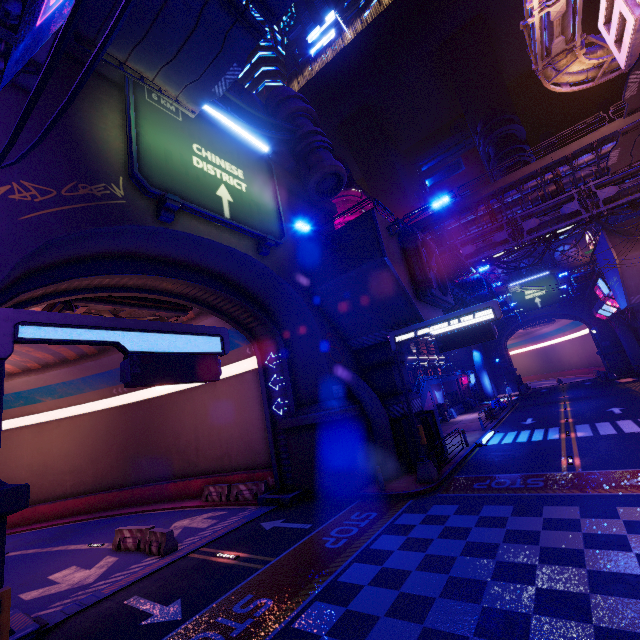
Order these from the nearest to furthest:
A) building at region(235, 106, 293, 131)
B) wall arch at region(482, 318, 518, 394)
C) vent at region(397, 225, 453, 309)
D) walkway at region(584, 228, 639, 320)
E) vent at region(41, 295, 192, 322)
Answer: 1. vent at region(41, 295, 192, 322)
2. vent at region(397, 225, 453, 309)
3. building at region(235, 106, 293, 131)
4. walkway at region(584, 228, 639, 320)
5. wall arch at region(482, 318, 518, 394)

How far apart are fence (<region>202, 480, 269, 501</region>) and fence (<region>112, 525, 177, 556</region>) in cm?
488

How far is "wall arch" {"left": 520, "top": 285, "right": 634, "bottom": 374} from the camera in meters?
48.0 m

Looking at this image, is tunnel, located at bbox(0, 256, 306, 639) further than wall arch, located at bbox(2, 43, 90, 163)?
Yes

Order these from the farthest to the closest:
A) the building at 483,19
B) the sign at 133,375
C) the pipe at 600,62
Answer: the building at 483,19 < the pipe at 600,62 < the sign at 133,375

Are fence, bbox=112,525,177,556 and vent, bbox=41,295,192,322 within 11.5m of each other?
yes

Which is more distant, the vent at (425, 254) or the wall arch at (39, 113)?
the vent at (425, 254)

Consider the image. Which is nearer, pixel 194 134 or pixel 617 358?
pixel 194 134
